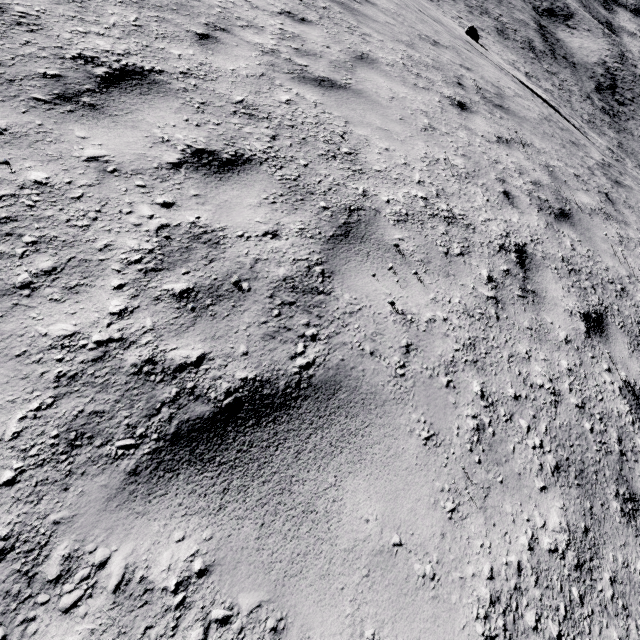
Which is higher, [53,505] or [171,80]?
[53,505]
